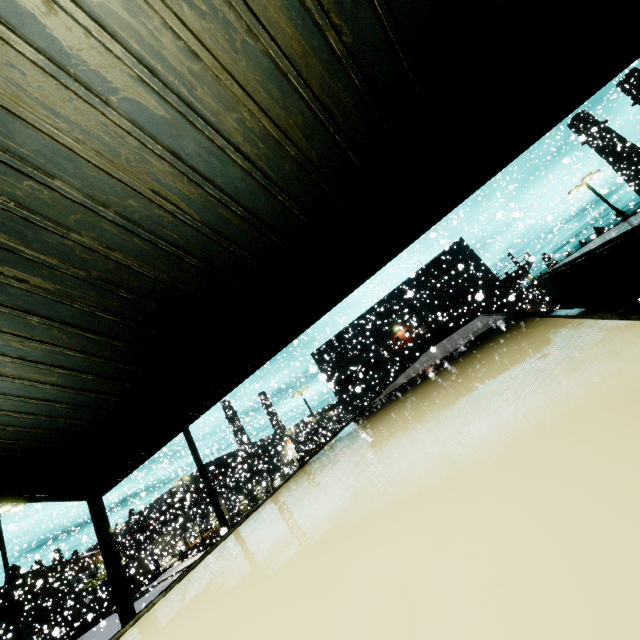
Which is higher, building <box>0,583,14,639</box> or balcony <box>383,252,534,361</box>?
balcony <box>383,252,534,361</box>

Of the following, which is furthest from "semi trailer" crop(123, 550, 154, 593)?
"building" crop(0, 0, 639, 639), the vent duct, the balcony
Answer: the vent duct

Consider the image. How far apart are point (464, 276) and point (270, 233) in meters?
38.0

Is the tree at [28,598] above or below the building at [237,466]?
above

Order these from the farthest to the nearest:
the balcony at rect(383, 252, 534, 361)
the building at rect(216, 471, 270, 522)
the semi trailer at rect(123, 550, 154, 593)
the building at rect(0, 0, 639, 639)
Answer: the building at rect(216, 471, 270, 522) < the balcony at rect(383, 252, 534, 361) < the semi trailer at rect(123, 550, 154, 593) < the building at rect(0, 0, 639, 639)

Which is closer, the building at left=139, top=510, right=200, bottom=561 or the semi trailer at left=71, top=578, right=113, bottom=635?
the building at left=139, top=510, right=200, bottom=561

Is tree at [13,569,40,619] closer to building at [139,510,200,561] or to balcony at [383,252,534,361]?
building at [139,510,200,561]

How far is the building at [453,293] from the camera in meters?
36.2
